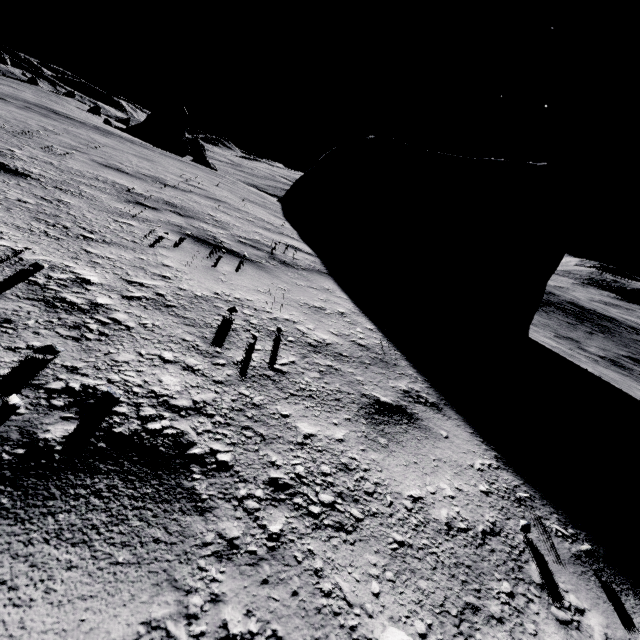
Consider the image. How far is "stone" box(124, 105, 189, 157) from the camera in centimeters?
3189cm

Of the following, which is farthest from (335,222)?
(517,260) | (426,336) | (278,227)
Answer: (426,336)

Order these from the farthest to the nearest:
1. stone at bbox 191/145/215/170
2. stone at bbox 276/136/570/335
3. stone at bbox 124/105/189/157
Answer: stone at bbox 191/145/215/170
stone at bbox 124/105/189/157
stone at bbox 276/136/570/335

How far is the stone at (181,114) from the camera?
31.9m

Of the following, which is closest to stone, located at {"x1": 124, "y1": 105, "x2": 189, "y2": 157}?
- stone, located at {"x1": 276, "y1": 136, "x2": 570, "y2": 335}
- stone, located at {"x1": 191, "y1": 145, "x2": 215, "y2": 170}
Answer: stone, located at {"x1": 191, "y1": 145, "x2": 215, "y2": 170}

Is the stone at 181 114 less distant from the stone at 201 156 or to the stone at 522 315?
the stone at 201 156

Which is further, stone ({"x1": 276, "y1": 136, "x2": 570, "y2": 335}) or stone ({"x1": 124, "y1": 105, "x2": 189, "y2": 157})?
stone ({"x1": 124, "y1": 105, "x2": 189, "y2": 157})
